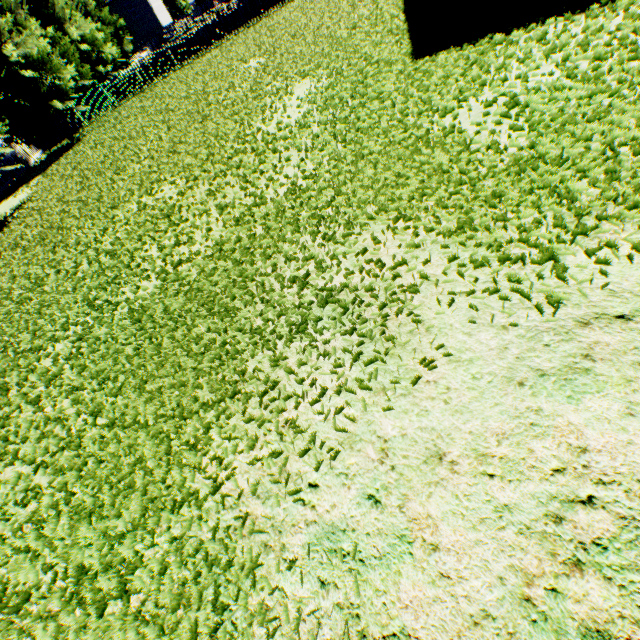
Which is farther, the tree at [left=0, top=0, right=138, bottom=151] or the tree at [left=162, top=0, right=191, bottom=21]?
the tree at [left=162, top=0, right=191, bottom=21]

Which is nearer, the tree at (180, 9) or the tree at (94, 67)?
the tree at (94, 67)

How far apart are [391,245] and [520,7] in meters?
6.0
